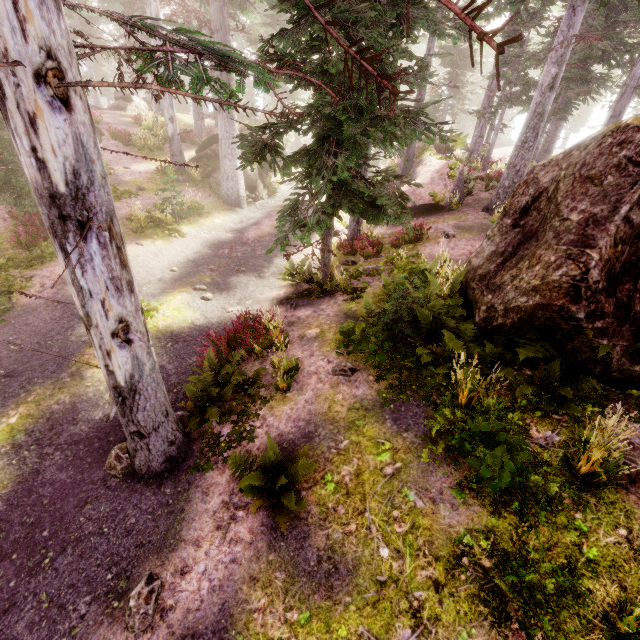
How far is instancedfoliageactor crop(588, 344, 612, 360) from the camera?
4.9m

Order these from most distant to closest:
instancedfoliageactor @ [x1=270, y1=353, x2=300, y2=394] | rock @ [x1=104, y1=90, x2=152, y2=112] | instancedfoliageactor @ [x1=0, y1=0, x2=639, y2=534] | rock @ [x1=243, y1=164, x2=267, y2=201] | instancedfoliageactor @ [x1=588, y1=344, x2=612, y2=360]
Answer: rock @ [x1=104, y1=90, x2=152, y2=112] → rock @ [x1=243, y1=164, x2=267, y2=201] → instancedfoliageactor @ [x1=270, y1=353, x2=300, y2=394] → instancedfoliageactor @ [x1=588, y1=344, x2=612, y2=360] → instancedfoliageactor @ [x1=0, y1=0, x2=639, y2=534]

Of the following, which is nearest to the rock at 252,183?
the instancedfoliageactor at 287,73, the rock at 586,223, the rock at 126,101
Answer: the instancedfoliageactor at 287,73

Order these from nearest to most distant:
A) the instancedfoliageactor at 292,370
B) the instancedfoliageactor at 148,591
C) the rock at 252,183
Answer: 1. the instancedfoliageactor at 148,591
2. the instancedfoliageactor at 292,370
3. the rock at 252,183

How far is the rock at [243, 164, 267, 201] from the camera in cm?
1962

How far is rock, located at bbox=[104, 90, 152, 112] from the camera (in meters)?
28.19

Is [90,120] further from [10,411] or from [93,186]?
[10,411]
